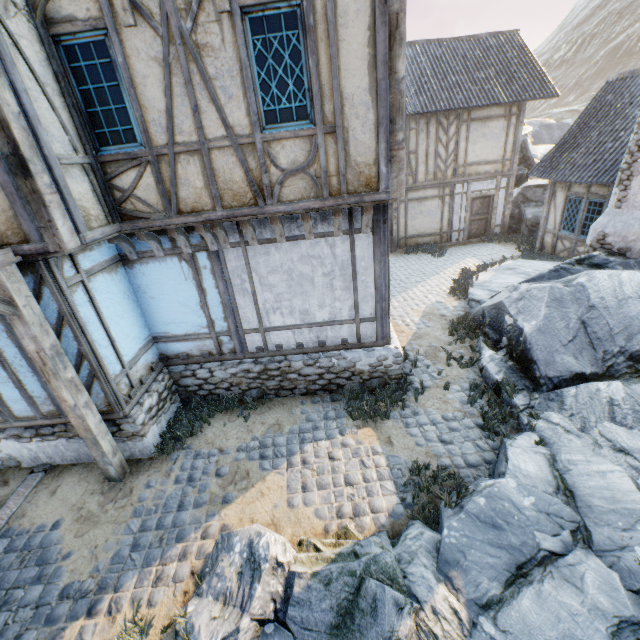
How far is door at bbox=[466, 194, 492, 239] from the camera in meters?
15.5

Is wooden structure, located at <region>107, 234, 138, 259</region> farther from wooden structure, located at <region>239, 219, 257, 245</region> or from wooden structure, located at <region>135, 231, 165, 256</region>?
wooden structure, located at <region>239, 219, 257, 245</region>

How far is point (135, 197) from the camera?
4.9 meters

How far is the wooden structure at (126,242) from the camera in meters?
5.4

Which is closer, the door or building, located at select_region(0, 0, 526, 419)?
building, located at select_region(0, 0, 526, 419)

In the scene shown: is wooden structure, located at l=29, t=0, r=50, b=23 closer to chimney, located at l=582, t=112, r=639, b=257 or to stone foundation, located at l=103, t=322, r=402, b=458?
stone foundation, located at l=103, t=322, r=402, b=458

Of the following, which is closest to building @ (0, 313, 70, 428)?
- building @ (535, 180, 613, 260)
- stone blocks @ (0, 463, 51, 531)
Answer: stone blocks @ (0, 463, 51, 531)

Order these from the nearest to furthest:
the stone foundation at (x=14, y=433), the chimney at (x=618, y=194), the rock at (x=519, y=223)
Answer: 1. the stone foundation at (x=14, y=433)
2. the chimney at (x=618, y=194)
3. the rock at (x=519, y=223)
